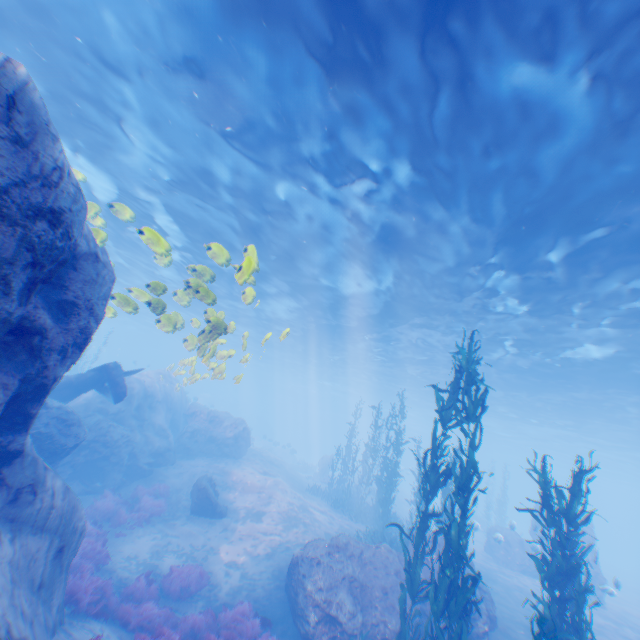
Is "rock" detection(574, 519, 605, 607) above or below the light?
below

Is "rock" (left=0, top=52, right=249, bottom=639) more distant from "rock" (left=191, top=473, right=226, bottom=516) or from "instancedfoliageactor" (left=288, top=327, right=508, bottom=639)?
"rock" (left=191, top=473, right=226, bottom=516)

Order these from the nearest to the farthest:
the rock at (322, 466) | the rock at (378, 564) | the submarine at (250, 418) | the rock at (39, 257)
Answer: the rock at (39, 257) < the rock at (378, 564) < the rock at (322, 466) < the submarine at (250, 418)

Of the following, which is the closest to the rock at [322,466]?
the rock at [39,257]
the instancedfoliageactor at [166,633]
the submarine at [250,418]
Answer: the submarine at [250,418]

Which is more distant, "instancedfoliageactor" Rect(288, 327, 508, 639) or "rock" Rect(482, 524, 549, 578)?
"rock" Rect(482, 524, 549, 578)

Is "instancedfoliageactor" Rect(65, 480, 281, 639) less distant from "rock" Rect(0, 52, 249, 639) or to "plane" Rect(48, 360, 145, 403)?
"rock" Rect(0, 52, 249, 639)

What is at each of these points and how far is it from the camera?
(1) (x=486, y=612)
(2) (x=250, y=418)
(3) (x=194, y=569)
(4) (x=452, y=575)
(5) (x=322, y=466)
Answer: (1) rock, 9.7 meters
(2) submarine, 57.6 meters
(3) instancedfoliageactor, 11.5 meters
(4) instancedfoliageactor, 7.2 meters
(5) rock, 32.0 meters

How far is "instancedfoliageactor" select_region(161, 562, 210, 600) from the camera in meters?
10.6
